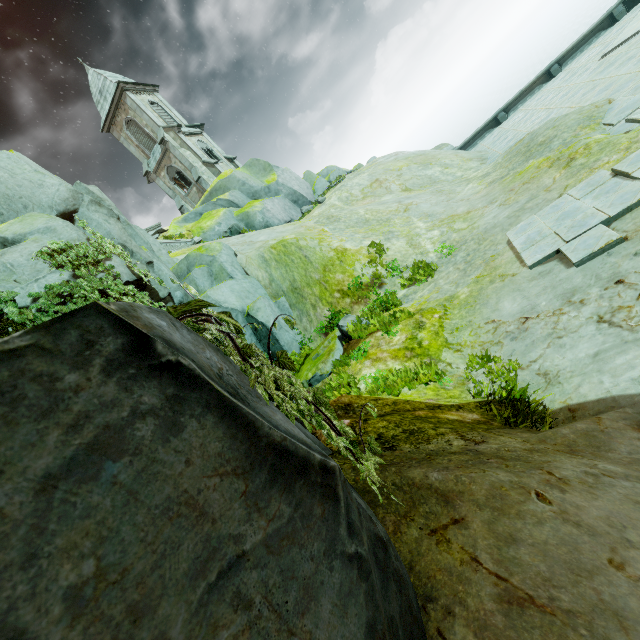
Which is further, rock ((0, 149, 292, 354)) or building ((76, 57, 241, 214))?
building ((76, 57, 241, 214))

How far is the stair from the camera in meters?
20.5 m

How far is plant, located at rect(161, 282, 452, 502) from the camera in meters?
1.5 m

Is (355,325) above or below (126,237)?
below

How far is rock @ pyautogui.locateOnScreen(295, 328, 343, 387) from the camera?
9.05m

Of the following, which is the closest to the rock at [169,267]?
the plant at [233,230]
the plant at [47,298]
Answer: the plant at [47,298]

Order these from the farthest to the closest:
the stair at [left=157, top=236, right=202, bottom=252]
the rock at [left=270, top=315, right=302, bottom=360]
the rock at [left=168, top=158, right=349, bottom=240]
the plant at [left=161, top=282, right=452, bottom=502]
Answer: the rock at [left=168, top=158, right=349, bottom=240]
the stair at [left=157, top=236, right=202, bottom=252]
the rock at [left=270, top=315, right=302, bottom=360]
the plant at [left=161, top=282, right=452, bottom=502]
